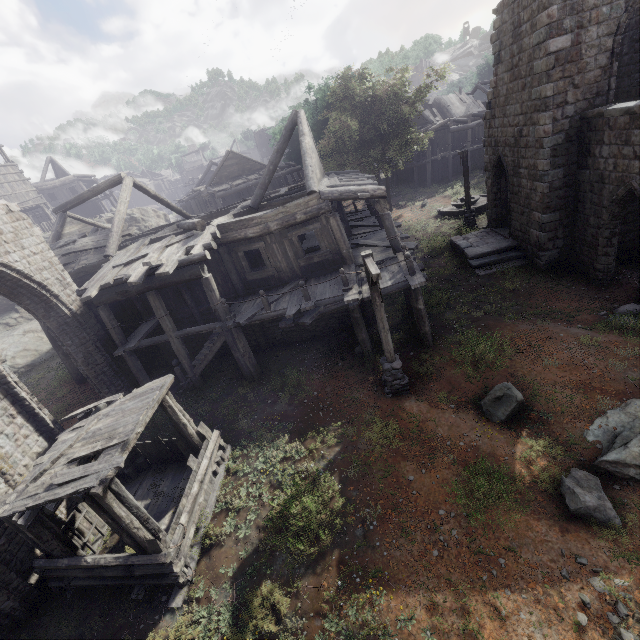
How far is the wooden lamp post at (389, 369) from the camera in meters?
7.9 m

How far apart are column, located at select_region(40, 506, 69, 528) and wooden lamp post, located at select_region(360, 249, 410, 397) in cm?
995

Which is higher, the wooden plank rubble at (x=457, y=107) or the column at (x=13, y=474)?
the wooden plank rubble at (x=457, y=107)

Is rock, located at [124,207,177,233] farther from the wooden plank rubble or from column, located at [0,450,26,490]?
the wooden plank rubble

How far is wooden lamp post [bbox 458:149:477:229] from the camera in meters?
19.8

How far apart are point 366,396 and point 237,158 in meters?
37.5

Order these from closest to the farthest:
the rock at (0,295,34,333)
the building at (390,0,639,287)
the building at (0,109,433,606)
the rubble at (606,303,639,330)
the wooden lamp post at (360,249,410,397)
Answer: the building at (0,109,433,606), the wooden lamp post at (360,249,410,397), the rubble at (606,303,639,330), the building at (390,0,639,287), the rock at (0,295,34,333)

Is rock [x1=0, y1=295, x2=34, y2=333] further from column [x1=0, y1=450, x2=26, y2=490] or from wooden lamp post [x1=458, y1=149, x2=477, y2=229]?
wooden lamp post [x1=458, y1=149, x2=477, y2=229]
